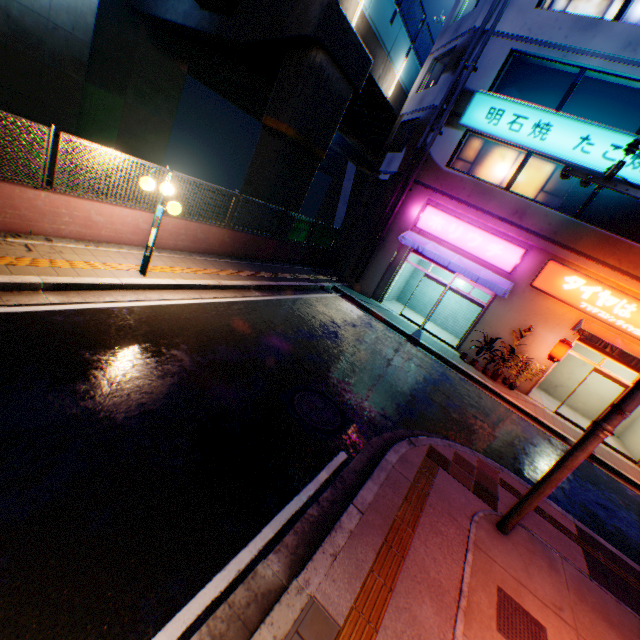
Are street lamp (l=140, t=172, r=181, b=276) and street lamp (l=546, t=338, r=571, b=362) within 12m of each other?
no

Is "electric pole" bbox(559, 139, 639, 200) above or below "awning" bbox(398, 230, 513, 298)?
above

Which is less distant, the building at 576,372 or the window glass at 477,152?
the window glass at 477,152

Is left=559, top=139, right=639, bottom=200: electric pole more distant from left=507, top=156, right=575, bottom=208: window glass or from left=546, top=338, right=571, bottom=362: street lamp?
left=507, top=156, right=575, bottom=208: window glass

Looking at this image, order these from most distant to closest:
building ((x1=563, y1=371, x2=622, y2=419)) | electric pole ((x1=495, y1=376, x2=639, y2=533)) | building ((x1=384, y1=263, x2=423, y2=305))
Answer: building ((x1=384, y1=263, x2=423, y2=305)) < building ((x1=563, y1=371, x2=622, y2=419)) < electric pole ((x1=495, y1=376, x2=639, y2=533))

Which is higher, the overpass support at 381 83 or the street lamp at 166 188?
the overpass support at 381 83

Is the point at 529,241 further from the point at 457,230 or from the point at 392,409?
the point at 392,409

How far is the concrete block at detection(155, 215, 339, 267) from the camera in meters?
9.4 m
